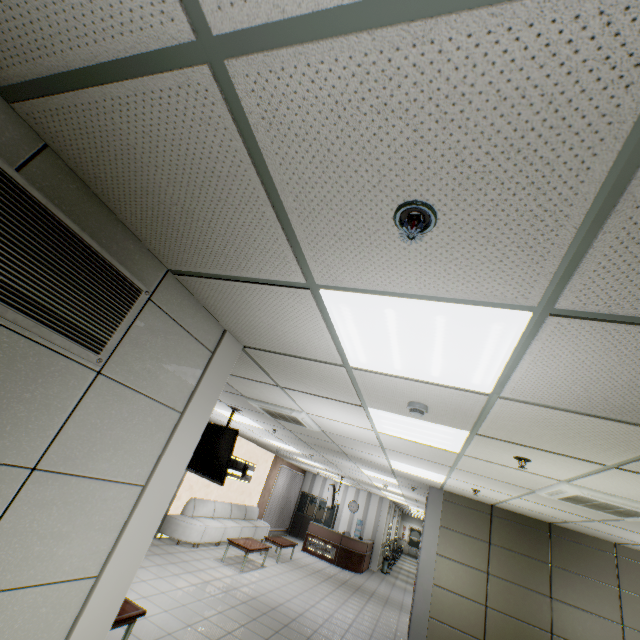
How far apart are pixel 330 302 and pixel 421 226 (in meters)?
0.76

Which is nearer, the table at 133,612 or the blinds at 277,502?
the table at 133,612

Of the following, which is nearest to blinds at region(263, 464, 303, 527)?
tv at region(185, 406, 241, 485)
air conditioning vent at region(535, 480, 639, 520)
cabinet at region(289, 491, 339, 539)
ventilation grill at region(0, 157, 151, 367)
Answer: cabinet at region(289, 491, 339, 539)

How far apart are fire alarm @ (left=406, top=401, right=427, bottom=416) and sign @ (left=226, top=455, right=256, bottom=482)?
10.5m

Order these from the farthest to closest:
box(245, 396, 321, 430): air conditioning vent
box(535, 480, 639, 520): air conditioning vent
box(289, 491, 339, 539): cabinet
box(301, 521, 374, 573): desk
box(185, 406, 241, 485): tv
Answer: box(289, 491, 339, 539): cabinet
box(301, 521, 374, 573): desk
box(185, 406, 241, 485): tv
box(245, 396, 321, 430): air conditioning vent
box(535, 480, 639, 520): air conditioning vent

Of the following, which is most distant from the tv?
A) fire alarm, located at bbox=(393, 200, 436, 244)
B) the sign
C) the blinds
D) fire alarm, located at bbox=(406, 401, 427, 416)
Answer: the blinds

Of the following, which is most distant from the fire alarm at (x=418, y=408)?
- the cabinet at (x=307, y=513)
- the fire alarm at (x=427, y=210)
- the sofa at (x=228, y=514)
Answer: the cabinet at (x=307, y=513)

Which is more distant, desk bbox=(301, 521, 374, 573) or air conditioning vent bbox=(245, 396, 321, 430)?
desk bbox=(301, 521, 374, 573)
